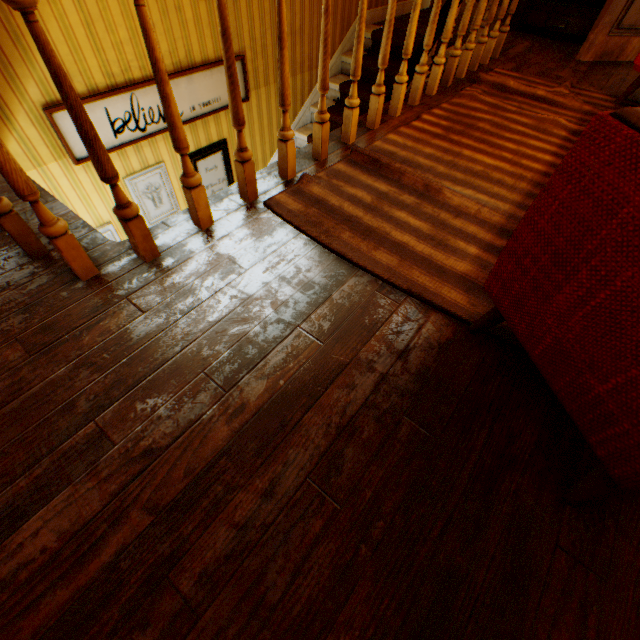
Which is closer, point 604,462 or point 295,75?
point 604,462

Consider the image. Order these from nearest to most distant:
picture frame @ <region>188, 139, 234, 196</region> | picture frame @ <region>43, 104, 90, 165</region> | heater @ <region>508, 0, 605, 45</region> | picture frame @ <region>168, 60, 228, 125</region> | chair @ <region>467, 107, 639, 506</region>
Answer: chair @ <region>467, 107, 639, 506</region> < picture frame @ <region>43, 104, 90, 165</region> < picture frame @ <region>168, 60, 228, 125</region> < picture frame @ <region>188, 139, 234, 196</region> < heater @ <region>508, 0, 605, 45</region>

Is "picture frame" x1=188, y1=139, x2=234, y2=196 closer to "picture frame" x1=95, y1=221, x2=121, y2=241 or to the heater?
"picture frame" x1=95, y1=221, x2=121, y2=241

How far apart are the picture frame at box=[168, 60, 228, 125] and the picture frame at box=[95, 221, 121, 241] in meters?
0.6

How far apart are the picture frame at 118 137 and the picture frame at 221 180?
0.29m

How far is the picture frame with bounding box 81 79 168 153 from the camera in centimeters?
265cm

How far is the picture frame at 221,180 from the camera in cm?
361

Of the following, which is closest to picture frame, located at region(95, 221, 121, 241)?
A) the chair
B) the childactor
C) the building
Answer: the building
